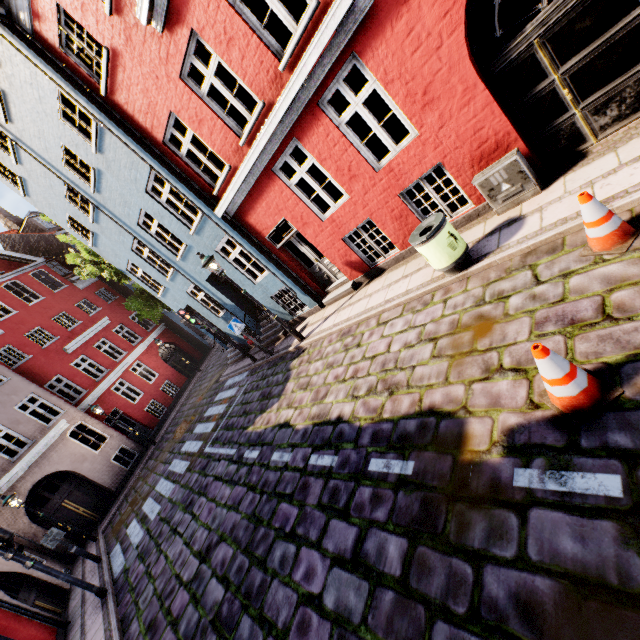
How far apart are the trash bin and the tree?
15.9m

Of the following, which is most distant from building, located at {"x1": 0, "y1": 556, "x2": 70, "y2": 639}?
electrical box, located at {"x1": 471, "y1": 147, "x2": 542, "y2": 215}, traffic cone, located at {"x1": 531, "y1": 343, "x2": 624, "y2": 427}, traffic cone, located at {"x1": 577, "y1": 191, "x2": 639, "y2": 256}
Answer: traffic cone, located at {"x1": 531, "y1": 343, "x2": 624, "y2": 427}

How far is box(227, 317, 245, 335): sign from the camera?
10.9 meters

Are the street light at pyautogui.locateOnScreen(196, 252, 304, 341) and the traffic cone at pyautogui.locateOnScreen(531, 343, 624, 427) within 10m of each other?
yes

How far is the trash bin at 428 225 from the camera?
5.39m

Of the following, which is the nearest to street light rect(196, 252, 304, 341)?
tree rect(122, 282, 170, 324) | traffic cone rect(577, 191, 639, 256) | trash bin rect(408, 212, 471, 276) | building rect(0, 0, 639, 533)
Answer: building rect(0, 0, 639, 533)

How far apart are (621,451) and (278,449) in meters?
5.7 m

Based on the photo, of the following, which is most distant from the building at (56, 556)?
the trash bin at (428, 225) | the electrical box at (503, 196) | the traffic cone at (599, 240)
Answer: the traffic cone at (599, 240)
